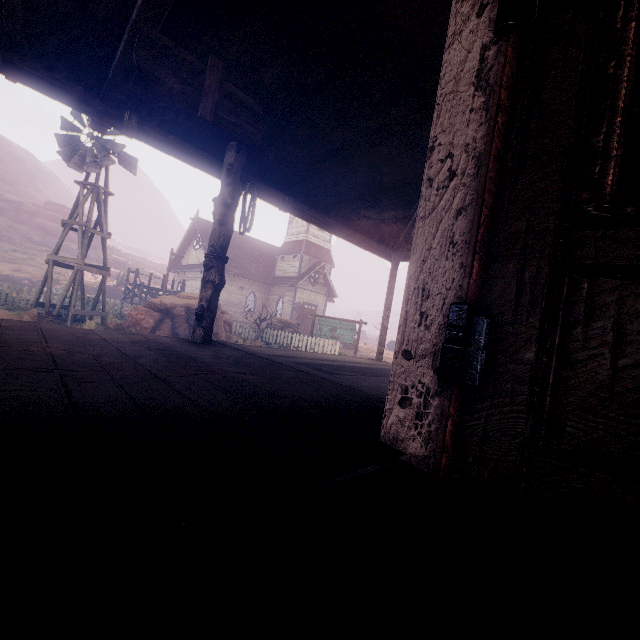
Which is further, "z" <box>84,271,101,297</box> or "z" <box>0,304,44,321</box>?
"z" <box>84,271,101,297</box>

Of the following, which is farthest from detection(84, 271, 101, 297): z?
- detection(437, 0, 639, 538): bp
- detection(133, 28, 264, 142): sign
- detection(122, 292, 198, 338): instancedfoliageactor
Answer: detection(437, 0, 639, 538): bp

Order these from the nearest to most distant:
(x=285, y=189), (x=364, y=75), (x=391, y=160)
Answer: (x=364, y=75) → (x=391, y=160) → (x=285, y=189)

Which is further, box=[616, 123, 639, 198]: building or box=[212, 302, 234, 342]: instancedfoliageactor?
box=[212, 302, 234, 342]: instancedfoliageactor

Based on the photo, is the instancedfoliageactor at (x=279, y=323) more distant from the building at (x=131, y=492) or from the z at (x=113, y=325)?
the building at (x=131, y=492)

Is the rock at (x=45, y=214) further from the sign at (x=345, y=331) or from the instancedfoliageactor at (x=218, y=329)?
the sign at (x=345, y=331)

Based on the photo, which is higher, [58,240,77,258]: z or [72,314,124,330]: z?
[58,240,77,258]: z

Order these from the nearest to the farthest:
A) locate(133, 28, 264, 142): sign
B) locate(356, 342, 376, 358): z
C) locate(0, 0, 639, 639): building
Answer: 1. locate(0, 0, 639, 639): building
2. locate(133, 28, 264, 142): sign
3. locate(356, 342, 376, 358): z
